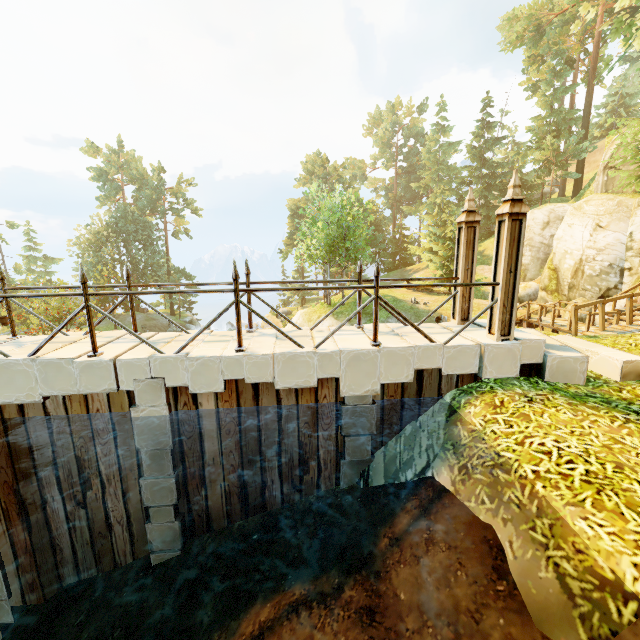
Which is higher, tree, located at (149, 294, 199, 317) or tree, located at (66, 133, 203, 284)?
tree, located at (66, 133, 203, 284)

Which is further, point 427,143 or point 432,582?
point 427,143

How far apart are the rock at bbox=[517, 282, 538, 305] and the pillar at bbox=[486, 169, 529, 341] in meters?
23.5

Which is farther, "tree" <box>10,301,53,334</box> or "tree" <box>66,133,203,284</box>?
"tree" <box>66,133,203,284</box>

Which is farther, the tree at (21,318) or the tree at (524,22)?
the tree at (21,318)

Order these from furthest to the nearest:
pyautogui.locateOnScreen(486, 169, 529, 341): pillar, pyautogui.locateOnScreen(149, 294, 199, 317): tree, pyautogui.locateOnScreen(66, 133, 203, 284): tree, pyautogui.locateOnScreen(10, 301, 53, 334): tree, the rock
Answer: pyautogui.locateOnScreen(149, 294, 199, 317): tree, pyautogui.locateOnScreen(66, 133, 203, 284): tree, pyautogui.locateOnScreen(10, 301, 53, 334): tree, the rock, pyautogui.locateOnScreen(486, 169, 529, 341): pillar

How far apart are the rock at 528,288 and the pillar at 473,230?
22.46m

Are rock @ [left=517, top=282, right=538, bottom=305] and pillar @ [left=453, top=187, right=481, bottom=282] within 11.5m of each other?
no
